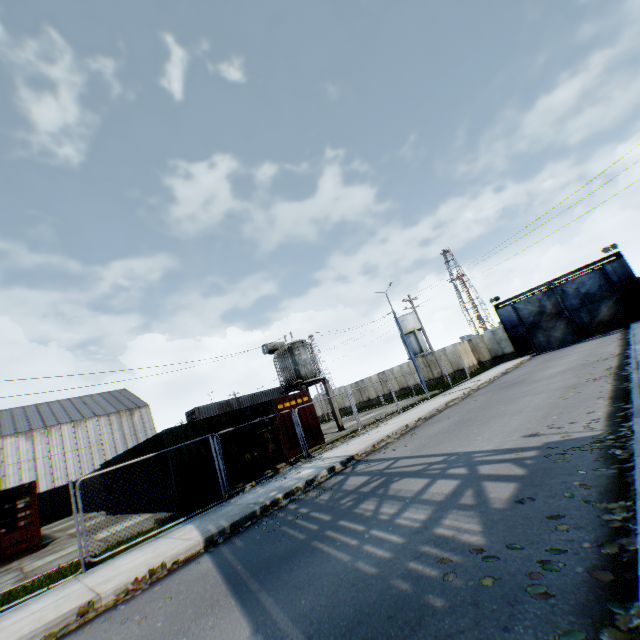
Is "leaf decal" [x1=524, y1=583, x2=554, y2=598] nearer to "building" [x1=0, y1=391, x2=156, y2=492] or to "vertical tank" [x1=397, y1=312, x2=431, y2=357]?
"vertical tank" [x1=397, y1=312, x2=431, y2=357]

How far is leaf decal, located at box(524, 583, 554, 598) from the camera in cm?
264

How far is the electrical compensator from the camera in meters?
21.1 m

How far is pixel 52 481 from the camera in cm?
4069

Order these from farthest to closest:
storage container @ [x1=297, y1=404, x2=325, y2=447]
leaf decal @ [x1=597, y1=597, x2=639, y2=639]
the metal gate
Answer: the metal gate
storage container @ [x1=297, y1=404, x2=325, y2=447]
leaf decal @ [x1=597, y1=597, x2=639, y2=639]

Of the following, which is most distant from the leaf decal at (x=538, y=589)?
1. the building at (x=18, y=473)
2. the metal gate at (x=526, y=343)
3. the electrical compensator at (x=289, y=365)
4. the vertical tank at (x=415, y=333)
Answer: the building at (x=18, y=473)

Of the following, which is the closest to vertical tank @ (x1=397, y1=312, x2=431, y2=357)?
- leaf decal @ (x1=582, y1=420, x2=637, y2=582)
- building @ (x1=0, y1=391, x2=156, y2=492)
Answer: building @ (x1=0, y1=391, x2=156, y2=492)

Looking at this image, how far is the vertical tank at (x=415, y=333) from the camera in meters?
57.0
